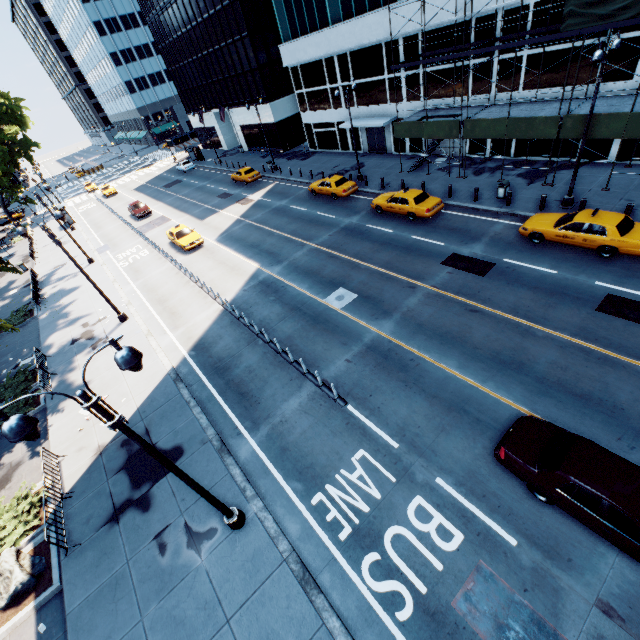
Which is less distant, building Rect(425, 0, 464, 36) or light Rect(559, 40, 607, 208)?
light Rect(559, 40, 607, 208)

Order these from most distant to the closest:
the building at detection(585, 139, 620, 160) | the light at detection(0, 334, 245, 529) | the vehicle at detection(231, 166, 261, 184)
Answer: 1. the vehicle at detection(231, 166, 261, 184)
2. the building at detection(585, 139, 620, 160)
3. the light at detection(0, 334, 245, 529)

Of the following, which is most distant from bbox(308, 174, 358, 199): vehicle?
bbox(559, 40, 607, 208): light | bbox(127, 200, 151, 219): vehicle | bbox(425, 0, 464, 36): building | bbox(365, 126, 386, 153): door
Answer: bbox(127, 200, 151, 219): vehicle

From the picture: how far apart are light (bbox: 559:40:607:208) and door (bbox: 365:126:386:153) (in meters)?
19.45

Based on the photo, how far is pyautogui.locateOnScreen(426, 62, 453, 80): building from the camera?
24.36m

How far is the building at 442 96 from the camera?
25.3m

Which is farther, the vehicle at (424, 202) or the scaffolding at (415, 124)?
the vehicle at (424, 202)

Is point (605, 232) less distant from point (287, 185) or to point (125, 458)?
point (125, 458)
